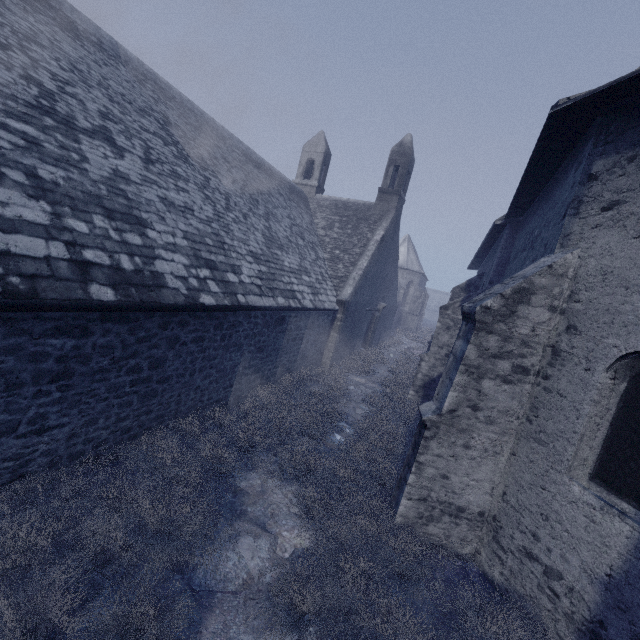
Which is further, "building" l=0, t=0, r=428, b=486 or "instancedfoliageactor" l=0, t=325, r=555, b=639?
"building" l=0, t=0, r=428, b=486

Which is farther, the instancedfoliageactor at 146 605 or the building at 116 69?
the building at 116 69

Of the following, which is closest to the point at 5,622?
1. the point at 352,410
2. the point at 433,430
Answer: the point at 433,430

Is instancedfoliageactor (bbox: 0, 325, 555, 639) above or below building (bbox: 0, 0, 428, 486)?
below
